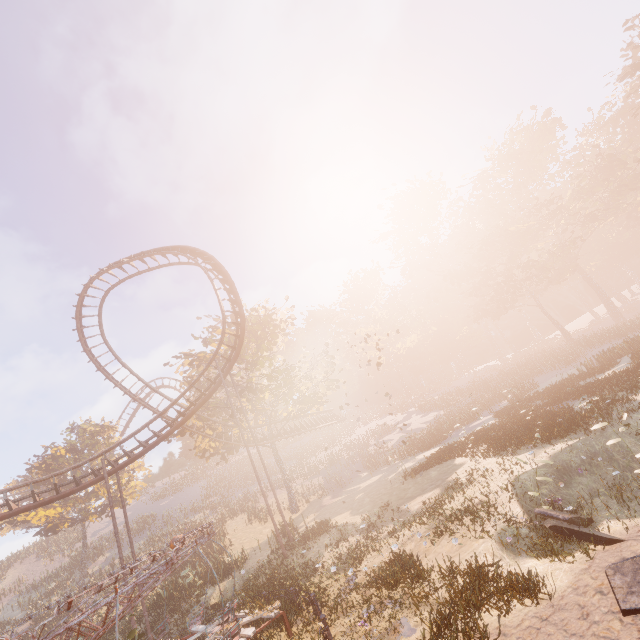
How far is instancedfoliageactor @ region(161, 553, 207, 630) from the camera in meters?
17.2

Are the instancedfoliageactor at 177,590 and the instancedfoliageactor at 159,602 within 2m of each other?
yes

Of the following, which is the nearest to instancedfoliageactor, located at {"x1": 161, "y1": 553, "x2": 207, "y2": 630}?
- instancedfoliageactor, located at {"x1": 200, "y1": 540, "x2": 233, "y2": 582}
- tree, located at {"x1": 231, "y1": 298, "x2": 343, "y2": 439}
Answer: instancedfoliageactor, located at {"x1": 200, "y1": 540, "x2": 233, "y2": 582}

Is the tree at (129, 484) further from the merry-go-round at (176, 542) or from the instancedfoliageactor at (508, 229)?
the instancedfoliageactor at (508, 229)

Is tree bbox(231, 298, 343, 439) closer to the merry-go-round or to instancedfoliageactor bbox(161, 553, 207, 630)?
instancedfoliageactor bbox(161, 553, 207, 630)

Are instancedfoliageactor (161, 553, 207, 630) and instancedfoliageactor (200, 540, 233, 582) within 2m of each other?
no

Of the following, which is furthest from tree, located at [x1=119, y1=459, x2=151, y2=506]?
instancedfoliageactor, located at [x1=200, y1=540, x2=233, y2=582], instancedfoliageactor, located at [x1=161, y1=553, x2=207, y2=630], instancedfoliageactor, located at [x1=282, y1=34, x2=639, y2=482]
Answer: instancedfoliageactor, located at [x1=282, y1=34, x2=639, y2=482]

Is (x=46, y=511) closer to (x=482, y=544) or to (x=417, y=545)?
(x=417, y=545)
